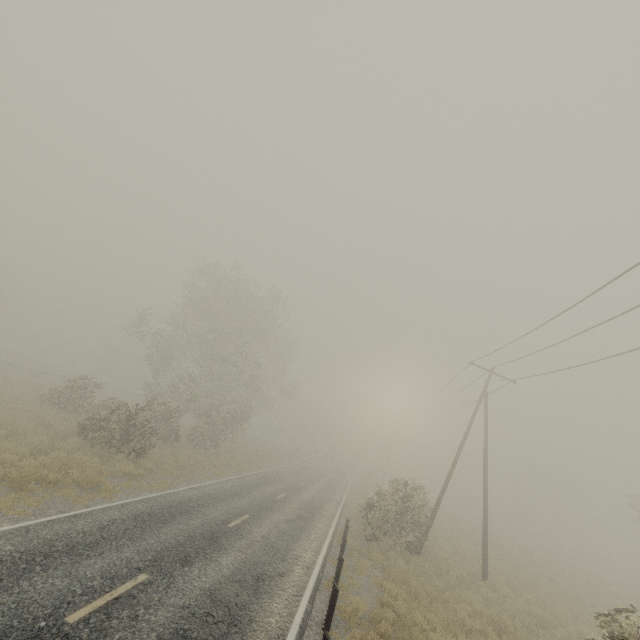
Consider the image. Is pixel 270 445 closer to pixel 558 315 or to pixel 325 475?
pixel 325 475

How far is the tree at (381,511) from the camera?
17.4m

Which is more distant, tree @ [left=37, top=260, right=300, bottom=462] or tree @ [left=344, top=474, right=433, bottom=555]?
tree @ [left=37, top=260, right=300, bottom=462]

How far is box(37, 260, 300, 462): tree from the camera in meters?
18.7

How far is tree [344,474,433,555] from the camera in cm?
1736

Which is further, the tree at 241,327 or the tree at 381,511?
the tree at 241,327
